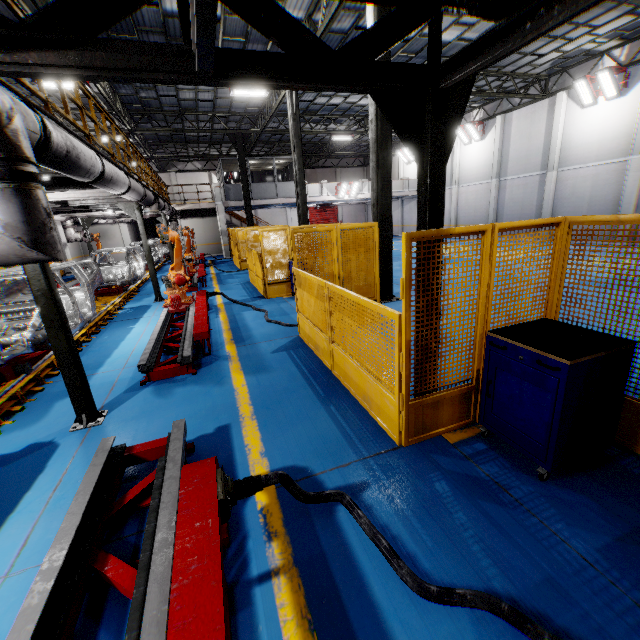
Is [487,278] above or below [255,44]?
below

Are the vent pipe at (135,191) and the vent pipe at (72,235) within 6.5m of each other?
yes

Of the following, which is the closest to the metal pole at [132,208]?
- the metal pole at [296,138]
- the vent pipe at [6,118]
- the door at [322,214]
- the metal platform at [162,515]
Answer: the vent pipe at [6,118]

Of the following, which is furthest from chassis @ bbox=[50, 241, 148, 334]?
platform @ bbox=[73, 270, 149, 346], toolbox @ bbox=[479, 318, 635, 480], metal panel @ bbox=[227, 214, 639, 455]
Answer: toolbox @ bbox=[479, 318, 635, 480]

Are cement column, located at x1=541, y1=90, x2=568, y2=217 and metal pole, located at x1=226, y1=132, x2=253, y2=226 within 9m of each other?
no

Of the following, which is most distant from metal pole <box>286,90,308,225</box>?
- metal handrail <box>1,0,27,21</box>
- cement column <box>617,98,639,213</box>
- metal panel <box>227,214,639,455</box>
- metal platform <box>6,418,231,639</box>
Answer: cement column <box>617,98,639,213</box>

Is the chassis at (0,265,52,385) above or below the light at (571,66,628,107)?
below

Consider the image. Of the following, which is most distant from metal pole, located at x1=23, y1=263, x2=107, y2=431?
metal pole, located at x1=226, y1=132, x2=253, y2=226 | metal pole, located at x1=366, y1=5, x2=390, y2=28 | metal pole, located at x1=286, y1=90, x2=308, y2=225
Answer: metal pole, located at x1=226, y1=132, x2=253, y2=226
